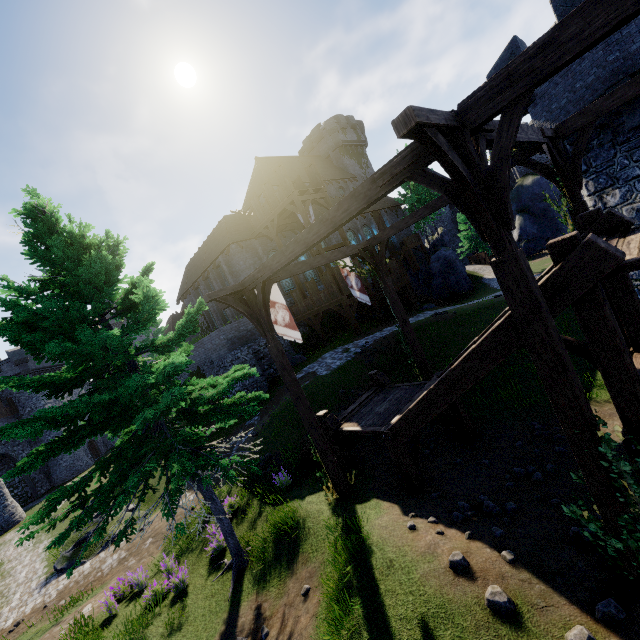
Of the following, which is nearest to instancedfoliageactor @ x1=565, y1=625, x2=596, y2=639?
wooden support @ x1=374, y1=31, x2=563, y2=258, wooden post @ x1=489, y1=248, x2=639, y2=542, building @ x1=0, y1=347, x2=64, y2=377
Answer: wooden post @ x1=489, y1=248, x2=639, y2=542

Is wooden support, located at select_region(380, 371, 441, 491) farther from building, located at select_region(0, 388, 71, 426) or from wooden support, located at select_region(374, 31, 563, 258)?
building, located at select_region(0, 388, 71, 426)

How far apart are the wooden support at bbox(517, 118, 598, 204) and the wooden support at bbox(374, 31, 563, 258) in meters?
3.4 m

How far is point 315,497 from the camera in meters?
9.3 m

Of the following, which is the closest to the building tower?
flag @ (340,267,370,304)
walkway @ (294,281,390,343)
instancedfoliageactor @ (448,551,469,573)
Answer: walkway @ (294,281,390,343)

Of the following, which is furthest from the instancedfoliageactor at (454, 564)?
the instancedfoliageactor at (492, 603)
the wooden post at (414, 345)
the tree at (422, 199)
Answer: the tree at (422, 199)

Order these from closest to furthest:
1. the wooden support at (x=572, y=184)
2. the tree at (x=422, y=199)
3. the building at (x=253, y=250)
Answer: the wooden support at (x=572, y=184)
the building at (x=253, y=250)
the tree at (x=422, y=199)

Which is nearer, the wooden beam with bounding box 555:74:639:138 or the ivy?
the ivy
